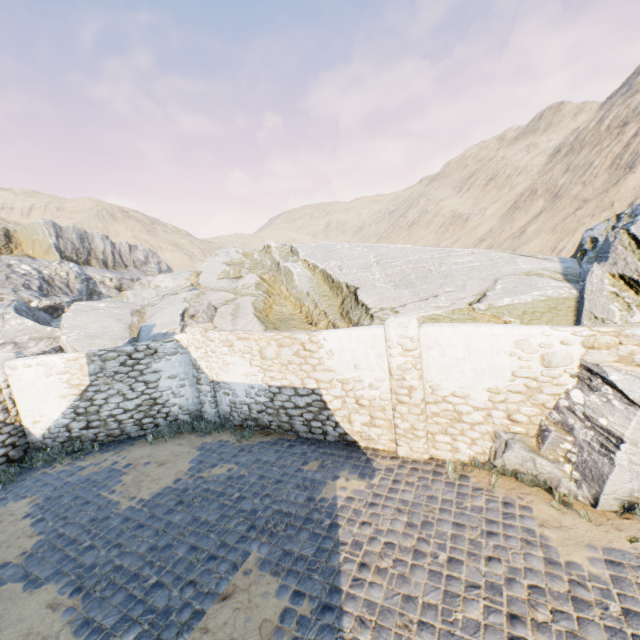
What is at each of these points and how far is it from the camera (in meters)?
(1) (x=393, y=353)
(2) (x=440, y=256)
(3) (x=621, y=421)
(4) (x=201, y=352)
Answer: (1) stone column, 7.00
(2) rock, 11.72
(3) rock, 5.09
(4) stone column, 9.87

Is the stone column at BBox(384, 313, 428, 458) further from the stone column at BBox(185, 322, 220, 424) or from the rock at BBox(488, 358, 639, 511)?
the stone column at BBox(185, 322, 220, 424)

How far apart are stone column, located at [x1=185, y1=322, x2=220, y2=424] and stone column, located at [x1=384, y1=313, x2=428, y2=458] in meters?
5.6 m

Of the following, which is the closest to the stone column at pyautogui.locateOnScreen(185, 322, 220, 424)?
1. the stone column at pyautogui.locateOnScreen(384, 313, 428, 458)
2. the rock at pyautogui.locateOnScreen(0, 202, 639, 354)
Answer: the rock at pyautogui.locateOnScreen(0, 202, 639, 354)

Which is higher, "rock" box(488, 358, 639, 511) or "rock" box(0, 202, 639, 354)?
"rock" box(0, 202, 639, 354)

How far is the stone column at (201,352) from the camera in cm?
984

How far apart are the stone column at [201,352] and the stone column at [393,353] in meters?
5.6 m

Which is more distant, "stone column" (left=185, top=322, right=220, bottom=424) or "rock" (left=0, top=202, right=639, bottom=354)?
"stone column" (left=185, top=322, right=220, bottom=424)
